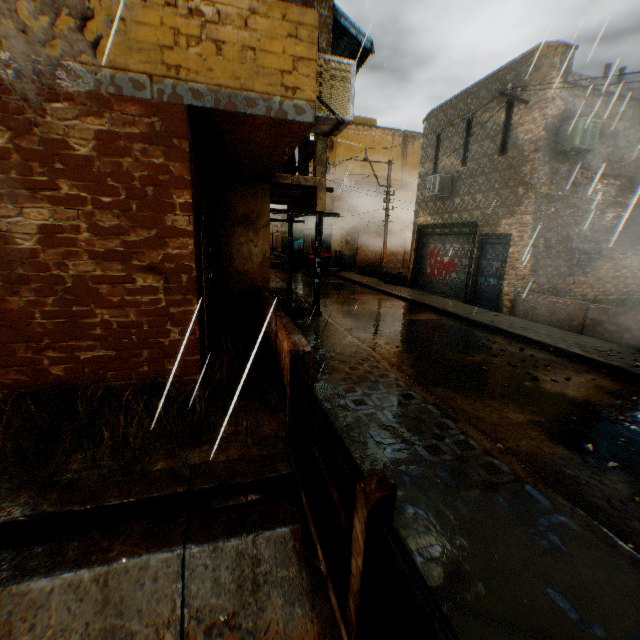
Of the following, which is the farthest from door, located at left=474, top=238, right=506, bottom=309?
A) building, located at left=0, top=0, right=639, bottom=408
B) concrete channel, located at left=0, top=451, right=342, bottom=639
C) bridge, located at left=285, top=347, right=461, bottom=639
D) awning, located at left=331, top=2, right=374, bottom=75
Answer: bridge, located at left=285, top=347, right=461, bottom=639

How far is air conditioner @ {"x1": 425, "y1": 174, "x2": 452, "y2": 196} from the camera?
14.0m

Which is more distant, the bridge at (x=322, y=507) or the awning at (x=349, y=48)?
the awning at (x=349, y=48)

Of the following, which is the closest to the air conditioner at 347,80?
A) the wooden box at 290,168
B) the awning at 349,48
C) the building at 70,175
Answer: the building at 70,175

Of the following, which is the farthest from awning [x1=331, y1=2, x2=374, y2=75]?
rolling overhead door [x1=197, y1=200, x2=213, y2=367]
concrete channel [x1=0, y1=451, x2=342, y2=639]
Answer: concrete channel [x1=0, y1=451, x2=342, y2=639]

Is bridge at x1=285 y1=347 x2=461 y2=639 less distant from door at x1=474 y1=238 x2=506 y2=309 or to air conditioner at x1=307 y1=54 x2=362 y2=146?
air conditioner at x1=307 y1=54 x2=362 y2=146

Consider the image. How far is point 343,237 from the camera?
26.2m

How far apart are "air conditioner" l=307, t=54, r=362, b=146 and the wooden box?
3.8m
